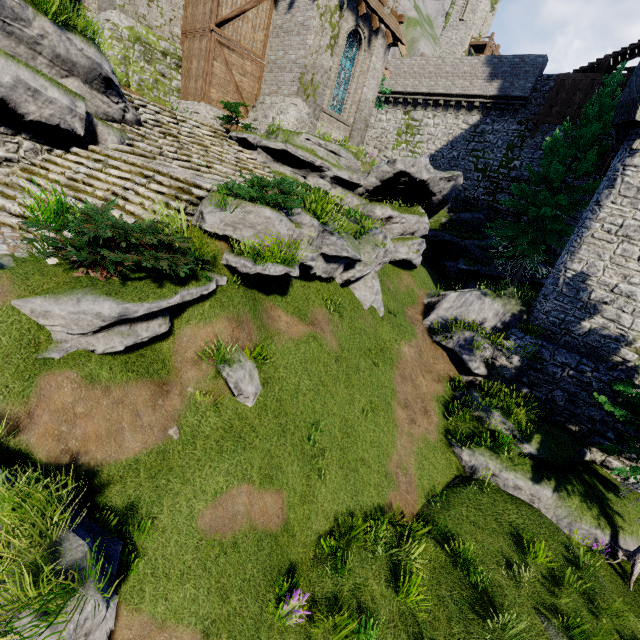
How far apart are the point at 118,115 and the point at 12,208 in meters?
5.2

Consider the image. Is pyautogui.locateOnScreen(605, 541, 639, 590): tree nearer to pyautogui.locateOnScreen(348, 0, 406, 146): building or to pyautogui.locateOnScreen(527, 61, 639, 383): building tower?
pyautogui.locateOnScreen(527, 61, 639, 383): building tower

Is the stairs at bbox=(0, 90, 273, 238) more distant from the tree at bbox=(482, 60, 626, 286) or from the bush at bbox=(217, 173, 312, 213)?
the tree at bbox=(482, 60, 626, 286)

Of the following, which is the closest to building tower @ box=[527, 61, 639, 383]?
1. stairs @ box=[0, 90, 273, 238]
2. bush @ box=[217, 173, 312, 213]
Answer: bush @ box=[217, 173, 312, 213]

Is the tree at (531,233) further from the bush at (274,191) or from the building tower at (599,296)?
the bush at (274,191)

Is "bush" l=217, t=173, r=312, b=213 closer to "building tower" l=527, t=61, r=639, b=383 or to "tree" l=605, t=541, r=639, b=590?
"tree" l=605, t=541, r=639, b=590

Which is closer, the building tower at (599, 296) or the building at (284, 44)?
the building tower at (599, 296)

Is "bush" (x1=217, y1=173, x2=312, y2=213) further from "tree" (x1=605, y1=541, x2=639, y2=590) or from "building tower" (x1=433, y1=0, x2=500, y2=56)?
"building tower" (x1=433, y1=0, x2=500, y2=56)
